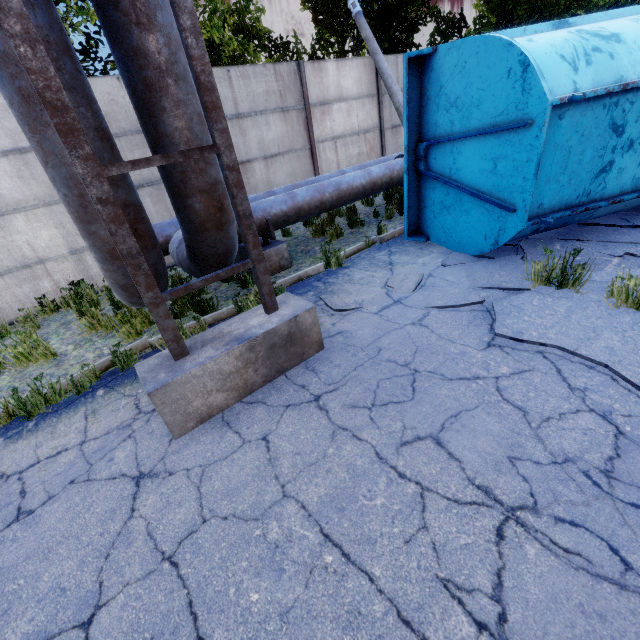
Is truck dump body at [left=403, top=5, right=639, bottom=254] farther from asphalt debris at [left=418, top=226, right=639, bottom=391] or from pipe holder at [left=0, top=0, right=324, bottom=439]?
pipe holder at [left=0, top=0, right=324, bottom=439]

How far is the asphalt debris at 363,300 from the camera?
4.38m

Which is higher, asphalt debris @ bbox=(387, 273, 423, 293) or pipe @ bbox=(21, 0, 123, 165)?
pipe @ bbox=(21, 0, 123, 165)

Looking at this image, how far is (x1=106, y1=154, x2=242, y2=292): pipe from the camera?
2.9 meters

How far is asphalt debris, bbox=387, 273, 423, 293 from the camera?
4.56m

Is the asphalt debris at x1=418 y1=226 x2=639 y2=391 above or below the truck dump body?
below

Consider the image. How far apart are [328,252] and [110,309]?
4.3m

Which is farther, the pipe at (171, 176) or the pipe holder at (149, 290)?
the pipe at (171, 176)
